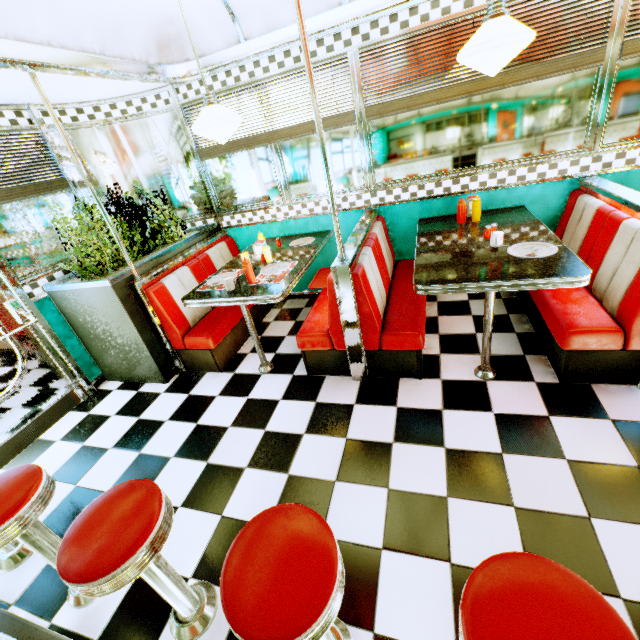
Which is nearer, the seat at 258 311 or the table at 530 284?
the table at 530 284

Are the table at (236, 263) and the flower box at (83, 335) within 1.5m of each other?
yes

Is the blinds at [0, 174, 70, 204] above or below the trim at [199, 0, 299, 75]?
below

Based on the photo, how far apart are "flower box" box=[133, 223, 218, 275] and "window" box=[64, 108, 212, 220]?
0.15m

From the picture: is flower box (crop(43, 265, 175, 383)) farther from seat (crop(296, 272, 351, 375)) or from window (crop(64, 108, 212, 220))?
seat (crop(296, 272, 351, 375))

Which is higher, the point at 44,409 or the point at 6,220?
the point at 6,220

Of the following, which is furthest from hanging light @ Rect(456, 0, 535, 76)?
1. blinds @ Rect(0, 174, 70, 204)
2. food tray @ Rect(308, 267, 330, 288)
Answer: blinds @ Rect(0, 174, 70, 204)

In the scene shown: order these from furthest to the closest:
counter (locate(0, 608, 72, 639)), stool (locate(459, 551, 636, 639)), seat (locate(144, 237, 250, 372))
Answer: seat (locate(144, 237, 250, 372)) → counter (locate(0, 608, 72, 639)) → stool (locate(459, 551, 636, 639))
